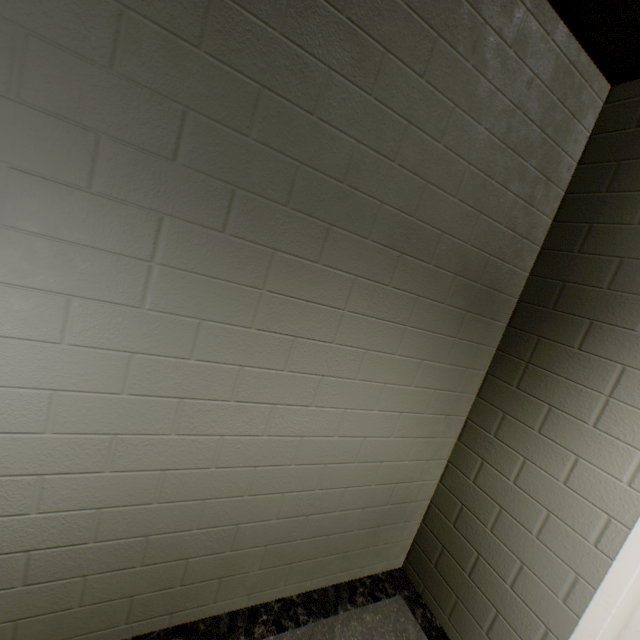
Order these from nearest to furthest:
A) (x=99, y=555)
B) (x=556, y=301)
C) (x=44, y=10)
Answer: (x=44, y=10)
(x=99, y=555)
(x=556, y=301)

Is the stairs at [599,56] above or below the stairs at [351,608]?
above

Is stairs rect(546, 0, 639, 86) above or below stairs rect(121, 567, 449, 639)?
above
